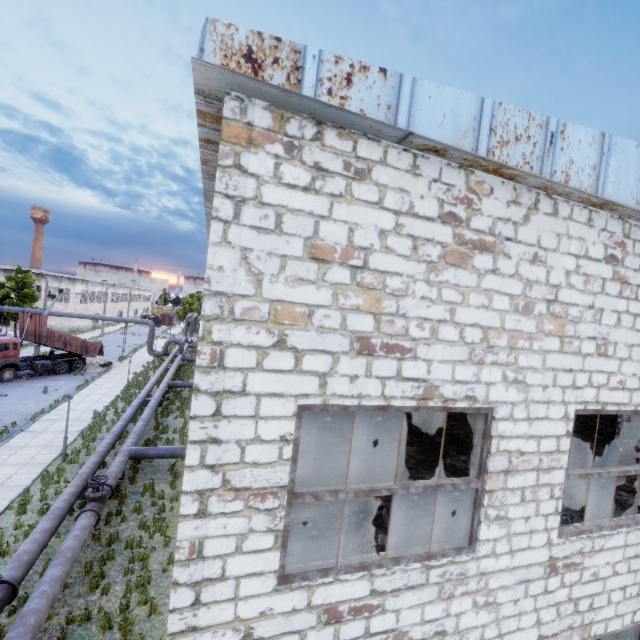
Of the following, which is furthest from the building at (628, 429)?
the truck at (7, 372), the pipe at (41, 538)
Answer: the truck at (7, 372)

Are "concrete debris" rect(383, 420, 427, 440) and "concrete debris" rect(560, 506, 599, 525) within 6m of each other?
yes

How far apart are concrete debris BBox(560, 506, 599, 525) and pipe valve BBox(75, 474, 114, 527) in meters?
12.6 m

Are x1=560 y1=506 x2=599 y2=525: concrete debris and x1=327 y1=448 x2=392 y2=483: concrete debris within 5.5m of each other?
yes

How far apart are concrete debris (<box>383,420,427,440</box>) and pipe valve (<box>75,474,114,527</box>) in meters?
11.0 m

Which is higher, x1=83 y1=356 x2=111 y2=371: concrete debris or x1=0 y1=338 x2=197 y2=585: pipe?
x1=0 y1=338 x2=197 y2=585: pipe

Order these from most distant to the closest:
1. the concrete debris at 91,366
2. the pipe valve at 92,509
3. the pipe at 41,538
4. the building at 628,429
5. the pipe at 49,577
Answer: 1. the concrete debris at 91,366
2. the building at 628,429
3. the pipe valve at 92,509
4. the pipe at 41,538
5. the pipe at 49,577

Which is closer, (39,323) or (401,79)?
(401,79)
